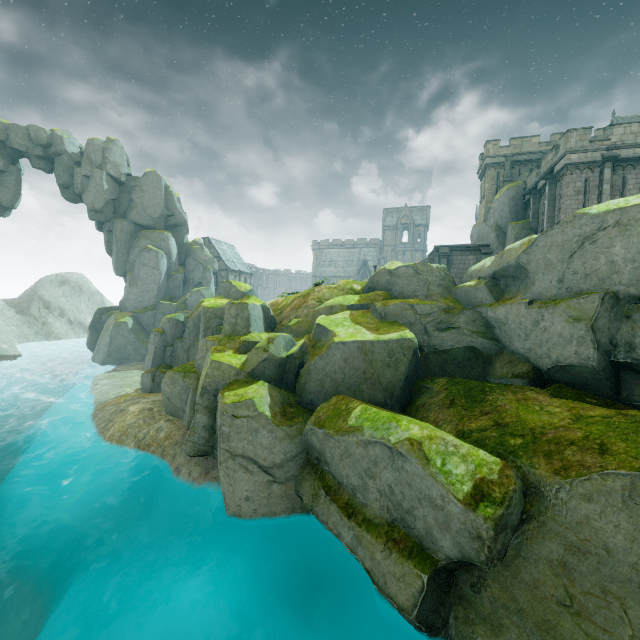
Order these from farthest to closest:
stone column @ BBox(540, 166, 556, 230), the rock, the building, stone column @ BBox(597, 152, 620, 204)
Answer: the building
stone column @ BBox(540, 166, 556, 230)
stone column @ BBox(597, 152, 620, 204)
the rock

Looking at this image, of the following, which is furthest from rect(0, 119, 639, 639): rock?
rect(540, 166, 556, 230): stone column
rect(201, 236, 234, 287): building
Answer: rect(540, 166, 556, 230): stone column

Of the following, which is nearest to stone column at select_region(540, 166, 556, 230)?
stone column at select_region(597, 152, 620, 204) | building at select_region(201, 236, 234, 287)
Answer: stone column at select_region(597, 152, 620, 204)

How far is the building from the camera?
58.5 meters

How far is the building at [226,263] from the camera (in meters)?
58.47

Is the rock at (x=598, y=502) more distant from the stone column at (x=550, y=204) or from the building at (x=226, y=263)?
the stone column at (x=550, y=204)

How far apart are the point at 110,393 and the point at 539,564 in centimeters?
2744cm
